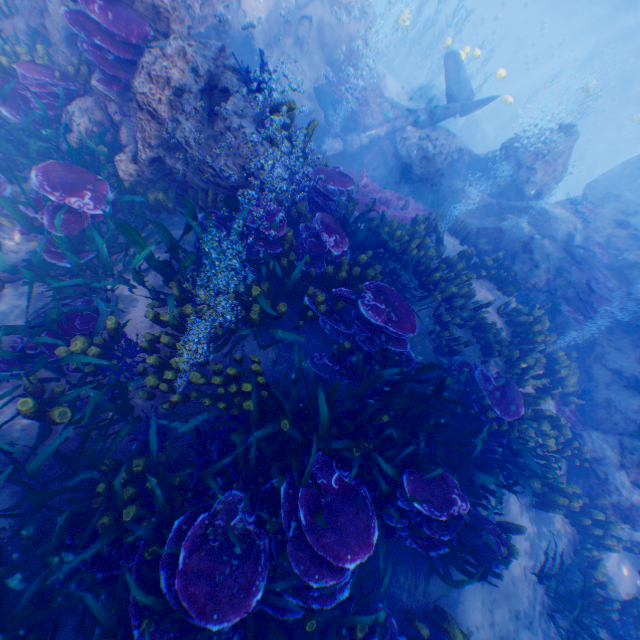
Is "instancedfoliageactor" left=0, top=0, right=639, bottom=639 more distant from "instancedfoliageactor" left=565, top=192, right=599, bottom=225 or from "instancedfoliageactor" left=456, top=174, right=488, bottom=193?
"instancedfoliageactor" left=565, top=192, right=599, bottom=225

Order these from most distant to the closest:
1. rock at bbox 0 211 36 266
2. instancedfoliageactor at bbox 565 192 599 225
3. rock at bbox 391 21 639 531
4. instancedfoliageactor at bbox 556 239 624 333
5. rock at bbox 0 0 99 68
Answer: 1. instancedfoliageactor at bbox 565 192 599 225
2. instancedfoliageactor at bbox 556 239 624 333
3. rock at bbox 391 21 639 531
4. rock at bbox 0 0 99 68
5. rock at bbox 0 211 36 266

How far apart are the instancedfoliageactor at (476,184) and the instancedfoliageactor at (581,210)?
3.0m

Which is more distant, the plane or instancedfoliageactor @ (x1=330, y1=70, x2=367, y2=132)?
the plane

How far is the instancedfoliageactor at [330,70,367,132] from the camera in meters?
12.3

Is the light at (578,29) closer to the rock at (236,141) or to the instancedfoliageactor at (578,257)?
the rock at (236,141)

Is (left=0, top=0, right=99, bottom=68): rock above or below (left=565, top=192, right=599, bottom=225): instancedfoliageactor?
below

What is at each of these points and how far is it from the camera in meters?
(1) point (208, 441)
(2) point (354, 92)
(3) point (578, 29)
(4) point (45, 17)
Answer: (1) instancedfoliageactor, 4.0
(2) instancedfoliageactor, 12.5
(3) light, 44.7
(4) rock, 6.2
